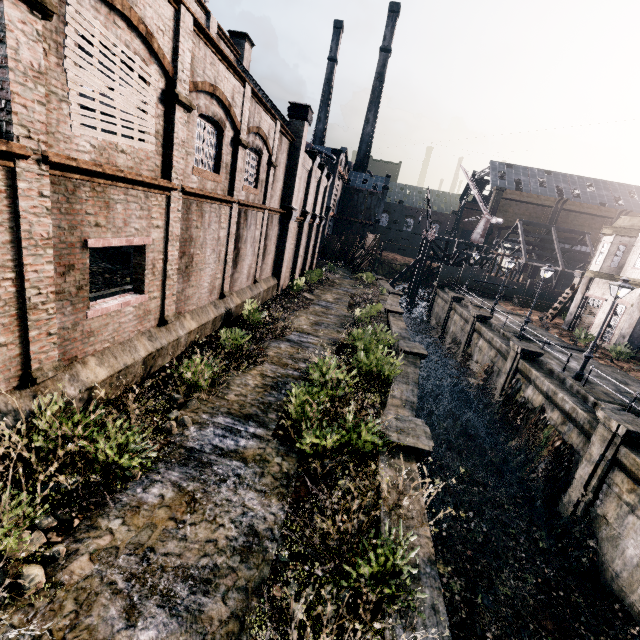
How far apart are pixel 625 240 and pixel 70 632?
37.7 meters

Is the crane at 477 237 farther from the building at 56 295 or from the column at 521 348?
the column at 521 348

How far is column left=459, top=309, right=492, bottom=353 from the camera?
29.1 meters

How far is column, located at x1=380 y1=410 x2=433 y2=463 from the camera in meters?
9.3

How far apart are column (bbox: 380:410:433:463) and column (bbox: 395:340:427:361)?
6.73m

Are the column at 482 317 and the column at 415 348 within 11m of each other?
no

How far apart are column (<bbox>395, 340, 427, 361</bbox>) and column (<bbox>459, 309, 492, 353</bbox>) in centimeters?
1346cm

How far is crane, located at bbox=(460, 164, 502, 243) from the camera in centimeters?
4891cm
